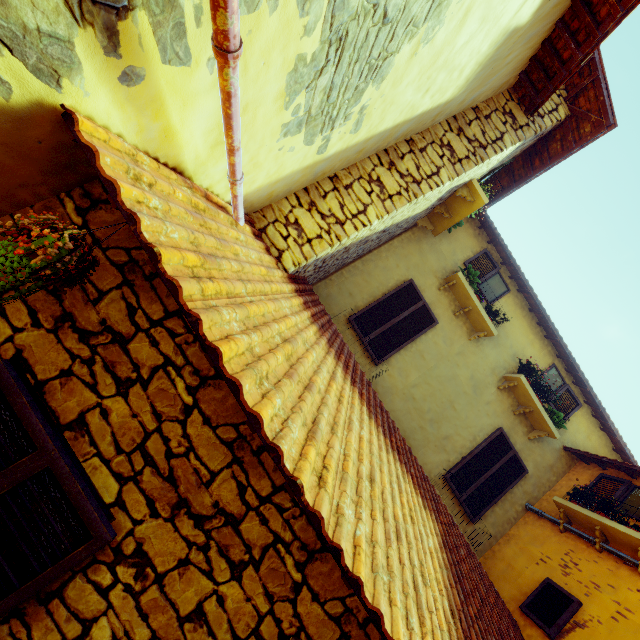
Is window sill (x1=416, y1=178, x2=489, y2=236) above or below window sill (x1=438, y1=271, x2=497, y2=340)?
above

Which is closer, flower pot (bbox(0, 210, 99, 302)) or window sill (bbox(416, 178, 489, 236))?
flower pot (bbox(0, 210, 99, 302))

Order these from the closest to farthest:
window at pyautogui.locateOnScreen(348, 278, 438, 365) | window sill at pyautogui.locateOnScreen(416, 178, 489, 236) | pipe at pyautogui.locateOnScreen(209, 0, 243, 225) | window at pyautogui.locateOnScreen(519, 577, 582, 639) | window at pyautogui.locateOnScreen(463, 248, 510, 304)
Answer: pipe at pyautogui.locateOnScreen(209, 0, 243, 225) < window at pyautogui.locateOnScreen(519, 577, 582, 639) < window sill at pyautogui.locateOnScreen(416, 178, 489, 236) < window at pyautogui.locateOnScreen(348, 278, 438, 365) < window at pyautogui.locateOnScreen(463, 248, 510, 304)

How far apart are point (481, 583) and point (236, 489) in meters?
4.2

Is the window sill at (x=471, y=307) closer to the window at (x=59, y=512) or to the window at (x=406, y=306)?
the window at (x=406, y=306)

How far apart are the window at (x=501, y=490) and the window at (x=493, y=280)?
2.6m

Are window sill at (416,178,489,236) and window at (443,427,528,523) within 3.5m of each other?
no

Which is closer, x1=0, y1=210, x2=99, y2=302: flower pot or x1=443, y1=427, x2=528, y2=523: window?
x1=0, y1=210, x2=99, y2=302: flower pot
